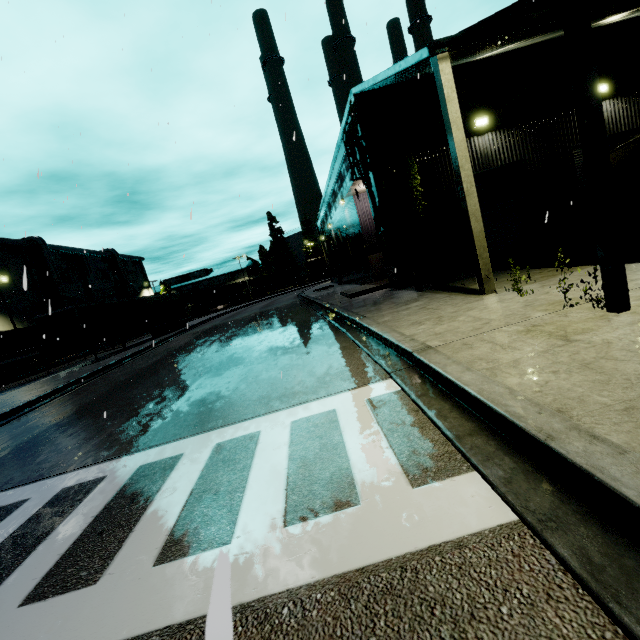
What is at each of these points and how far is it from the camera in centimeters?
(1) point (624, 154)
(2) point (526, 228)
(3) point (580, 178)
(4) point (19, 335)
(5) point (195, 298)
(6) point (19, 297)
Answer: (1) semi trailer, 1129cm
(2) roll-up door, 1357cm
(3) roll-up door, 1345cm
(4) cargo container, 2844cm
(5) coal car, 5850cm
(6) building, 3875cm

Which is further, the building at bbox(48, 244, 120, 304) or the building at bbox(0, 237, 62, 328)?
the building at bbox(48, 244, 120, 304)

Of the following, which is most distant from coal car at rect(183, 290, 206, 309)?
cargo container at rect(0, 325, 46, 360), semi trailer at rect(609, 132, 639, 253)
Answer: cargo container at rect(0, 325, 46, 360)

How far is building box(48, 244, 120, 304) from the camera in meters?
46.8

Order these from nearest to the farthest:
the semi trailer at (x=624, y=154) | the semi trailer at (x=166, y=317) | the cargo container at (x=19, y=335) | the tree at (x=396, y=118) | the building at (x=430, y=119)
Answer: the building at (x=430, y=119) → the semi trailer at (x=624, y=154) → the tree at (x=396, y=118) → the semi trailer at (x=166, y=317) → the cargo container at (x=19, y=335)

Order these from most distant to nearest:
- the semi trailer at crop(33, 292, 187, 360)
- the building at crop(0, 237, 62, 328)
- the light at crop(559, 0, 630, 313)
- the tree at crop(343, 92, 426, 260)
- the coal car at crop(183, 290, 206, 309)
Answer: the coal car at crop(183, 290, 206, 309), the building at crop(0, 237, 62, 328), the semi trailer at crop(33, 292, 187, 360), the tree at crop(343, 92, 426, 260), the light at crop(559, 0, 630, 313)

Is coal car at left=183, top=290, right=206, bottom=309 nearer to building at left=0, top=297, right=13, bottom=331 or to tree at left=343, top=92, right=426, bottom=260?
building at left=0, top=297, right=13, bottom=331

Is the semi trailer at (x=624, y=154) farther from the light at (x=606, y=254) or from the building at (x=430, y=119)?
the light at (x=606, y=254)
